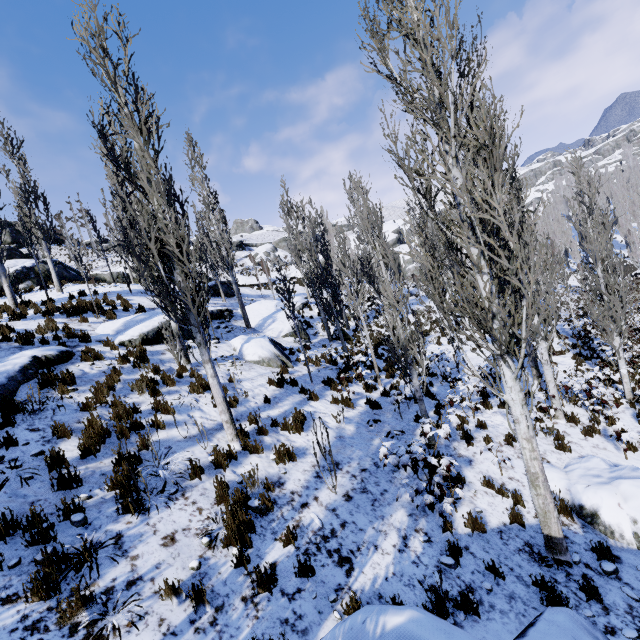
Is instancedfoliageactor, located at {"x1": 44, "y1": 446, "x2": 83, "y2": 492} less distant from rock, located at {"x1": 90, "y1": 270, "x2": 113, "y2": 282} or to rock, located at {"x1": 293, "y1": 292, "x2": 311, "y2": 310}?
rock, located at {"x1": 293, "y1": 292, "x2": 311, "y2": 310}

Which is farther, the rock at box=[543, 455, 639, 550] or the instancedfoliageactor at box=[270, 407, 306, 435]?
the instancedfoliageactor at box=[270, 407, 306, 435]

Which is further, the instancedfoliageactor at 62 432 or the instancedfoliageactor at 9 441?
the instancedfoliageactor at 62 432

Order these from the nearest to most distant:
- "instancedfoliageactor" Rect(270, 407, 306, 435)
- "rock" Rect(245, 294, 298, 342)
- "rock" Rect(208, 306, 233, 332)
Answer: "instancedfoliageactor" Rect(270, 407, 306, 435) < "rock" Rect(208, 306, 233, 332) < "rock" Rect(245, 294, 298, 342)

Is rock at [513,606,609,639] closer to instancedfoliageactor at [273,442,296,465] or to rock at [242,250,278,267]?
instancedfoliageactor at [273,442,296,465]

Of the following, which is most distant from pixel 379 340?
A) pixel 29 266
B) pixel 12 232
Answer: pixel 12 232

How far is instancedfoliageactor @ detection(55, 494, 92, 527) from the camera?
4.51m

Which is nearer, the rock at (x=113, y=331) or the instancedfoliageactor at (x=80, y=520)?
the instancedfoliageactor at (x=80, y=520)
